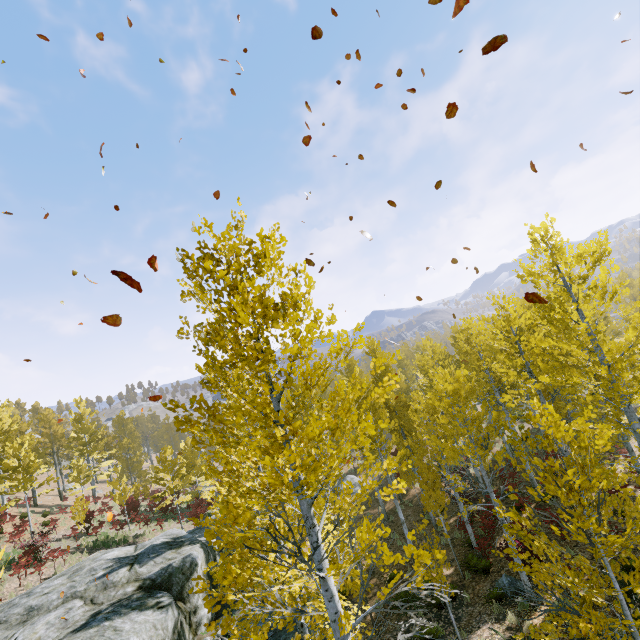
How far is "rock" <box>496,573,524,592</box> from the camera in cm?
1088

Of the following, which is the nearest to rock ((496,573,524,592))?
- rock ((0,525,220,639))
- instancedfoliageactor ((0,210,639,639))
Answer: instancedfoliageactor ((0,210,639,639))

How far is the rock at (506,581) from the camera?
10.9m

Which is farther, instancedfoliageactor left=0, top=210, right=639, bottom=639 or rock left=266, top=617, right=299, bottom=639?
rock left=266, top=617, right=299, bottom=639

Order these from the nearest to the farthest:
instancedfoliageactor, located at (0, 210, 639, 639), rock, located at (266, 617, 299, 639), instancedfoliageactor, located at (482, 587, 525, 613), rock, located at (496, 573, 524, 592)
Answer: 1. instancedfoliageactor, located at (0, 210, 639, 639)
2. instancedfoliageactor, located at (482, 587, 525, 613)
3. rock, located at (266, 617, 299, 639)
4. rock, located at (496, 573, 524, 592)

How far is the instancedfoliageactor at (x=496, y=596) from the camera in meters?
5.7

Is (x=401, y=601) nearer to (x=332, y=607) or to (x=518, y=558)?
(x=518, y=558)

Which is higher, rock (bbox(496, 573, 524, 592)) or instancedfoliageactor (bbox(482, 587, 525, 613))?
instancedfoliageactor (bbox(482, 587, 525, 613))
